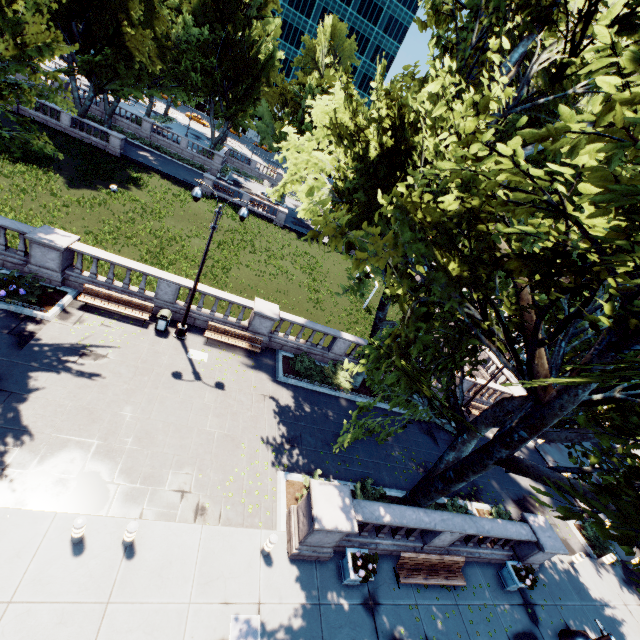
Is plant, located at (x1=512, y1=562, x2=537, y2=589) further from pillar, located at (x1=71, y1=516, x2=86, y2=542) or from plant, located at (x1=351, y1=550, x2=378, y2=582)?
pillar, located at (x1=71, y1=516, x2=86, y2=542)

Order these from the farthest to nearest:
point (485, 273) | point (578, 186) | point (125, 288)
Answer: point (125, 288) → point (485, 273) → point (578, 186)

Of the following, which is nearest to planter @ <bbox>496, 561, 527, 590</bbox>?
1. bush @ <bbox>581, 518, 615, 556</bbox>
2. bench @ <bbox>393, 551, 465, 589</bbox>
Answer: bench @ <bbox>393, 551, 465, 589</bbox>

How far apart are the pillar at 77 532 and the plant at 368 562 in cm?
755

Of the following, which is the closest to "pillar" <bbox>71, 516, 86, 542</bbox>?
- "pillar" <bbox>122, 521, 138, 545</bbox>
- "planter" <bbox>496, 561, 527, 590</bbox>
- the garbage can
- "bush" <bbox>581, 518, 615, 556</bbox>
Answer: "pillar" <bbox>122, 521, 138, 545</bbox>

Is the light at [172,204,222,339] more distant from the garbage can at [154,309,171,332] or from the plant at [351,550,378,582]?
the plant at [351,550,378,582]

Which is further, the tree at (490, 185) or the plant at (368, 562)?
the plant at (368, 562)

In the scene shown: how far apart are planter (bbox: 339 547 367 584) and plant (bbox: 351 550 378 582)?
0.0 meters
